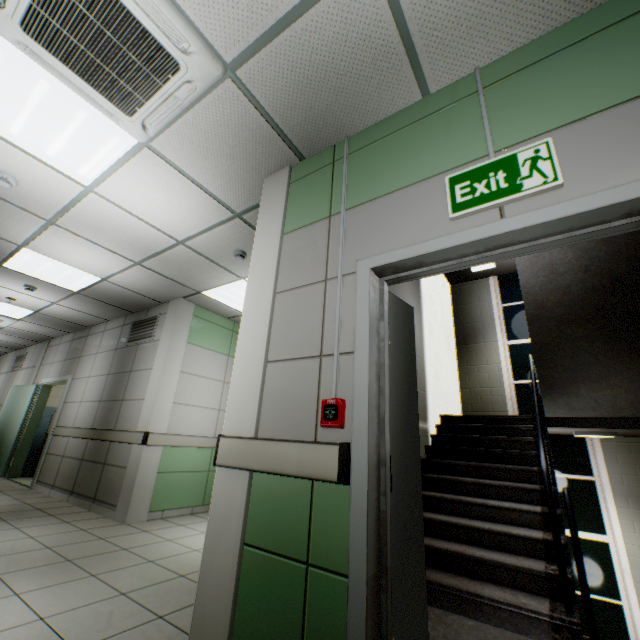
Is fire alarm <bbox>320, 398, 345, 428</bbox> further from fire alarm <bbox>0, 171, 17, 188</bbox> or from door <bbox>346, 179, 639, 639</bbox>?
fire alarm <bbox>0, 171, 17, 188</bbox>

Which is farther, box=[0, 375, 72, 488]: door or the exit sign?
box=[0, 375, 72, 488]: door

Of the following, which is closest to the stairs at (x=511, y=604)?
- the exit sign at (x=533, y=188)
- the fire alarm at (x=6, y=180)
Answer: the exit sign at (x=533, y=188)

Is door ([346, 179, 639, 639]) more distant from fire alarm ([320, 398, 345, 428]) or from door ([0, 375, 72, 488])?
door ([0, 375, 72, 488])

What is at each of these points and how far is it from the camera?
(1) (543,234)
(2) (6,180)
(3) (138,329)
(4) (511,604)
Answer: (1) door, 1.5 meters
(2) fire alarm, 3.0 meters
(3) ventilation grill, 5.9 meters
(4) stairs, 2.3 meters

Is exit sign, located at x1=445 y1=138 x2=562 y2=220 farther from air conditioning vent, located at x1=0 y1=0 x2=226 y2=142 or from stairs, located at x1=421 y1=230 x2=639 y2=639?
air conditioning vent, located at x1=0 y1=0 x2=226 y2=142

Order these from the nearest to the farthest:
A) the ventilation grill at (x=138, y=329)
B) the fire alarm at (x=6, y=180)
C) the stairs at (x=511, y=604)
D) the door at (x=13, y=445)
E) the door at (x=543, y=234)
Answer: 1. the door at (x=543, y=234)
2. the stairs at (x=511, y=604)
3. the fire alarm at (x=6, y=180)
4. the ventilation grill at (x=138, y=329)
5. the door at (x=13, y=445)

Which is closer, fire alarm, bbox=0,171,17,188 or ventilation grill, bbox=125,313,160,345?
fire alarm, bbox=0,171,17,188
